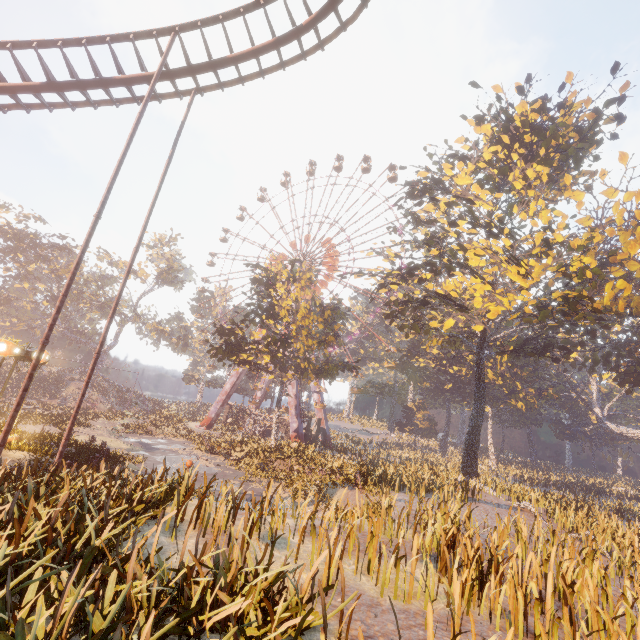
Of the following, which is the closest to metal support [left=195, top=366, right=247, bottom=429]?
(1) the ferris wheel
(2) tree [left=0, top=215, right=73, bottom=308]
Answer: (1) the ferris wheel

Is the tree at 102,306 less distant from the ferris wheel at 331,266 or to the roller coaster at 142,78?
the ferris wheel at 331,266

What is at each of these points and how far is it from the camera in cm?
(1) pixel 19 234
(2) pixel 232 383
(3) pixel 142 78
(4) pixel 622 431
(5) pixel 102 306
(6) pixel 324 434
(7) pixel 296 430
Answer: (1) tree, 4525
(2) metal support, 4569
(3) roller coaster, 1258
(4) tree, 4384
(5) tree, 5294
(6) metal support, 4541
(7) metal support, 3862

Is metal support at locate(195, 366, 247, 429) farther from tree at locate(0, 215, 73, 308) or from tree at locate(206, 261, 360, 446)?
tree at locate(0, 215, 73, 308)

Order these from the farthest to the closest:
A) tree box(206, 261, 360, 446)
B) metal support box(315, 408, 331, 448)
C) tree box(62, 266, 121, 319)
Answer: tree box(62, 266, 121, 319) < metal support box(315, 408, 331, 448) < tree box(206, 261, 360, 446)

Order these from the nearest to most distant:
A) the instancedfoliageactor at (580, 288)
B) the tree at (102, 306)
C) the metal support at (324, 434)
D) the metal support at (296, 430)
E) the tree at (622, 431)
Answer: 1. the instancedfoliageactor at (580, 288)
2. the tree at (622, 431)
3. the metal support at (296, 430)
4. the metal support at (324, 434)
5. the tree at (102, 306)

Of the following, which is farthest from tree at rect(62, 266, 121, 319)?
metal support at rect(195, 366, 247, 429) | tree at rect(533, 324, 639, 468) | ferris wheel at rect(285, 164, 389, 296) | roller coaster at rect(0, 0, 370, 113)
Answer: tree at rect(533, 324, 639, 468)

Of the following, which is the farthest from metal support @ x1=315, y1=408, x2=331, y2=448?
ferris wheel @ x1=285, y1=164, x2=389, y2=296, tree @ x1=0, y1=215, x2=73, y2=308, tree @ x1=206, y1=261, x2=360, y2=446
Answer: tree @ x1=0, y1=215, x2=73, y2=308
